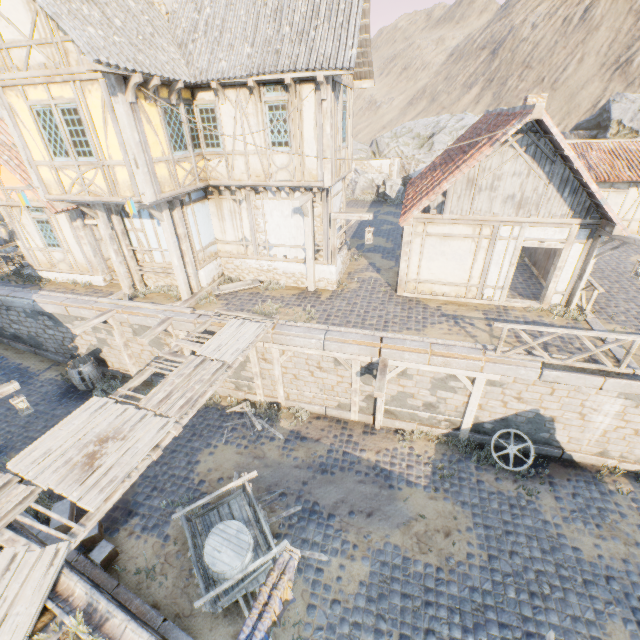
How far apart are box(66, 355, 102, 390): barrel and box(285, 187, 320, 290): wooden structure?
9.2m

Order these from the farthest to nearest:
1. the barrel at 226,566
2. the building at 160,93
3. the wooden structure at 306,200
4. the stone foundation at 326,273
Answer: the stone foundation at 326,273, the wooden structure at 306,200, the building at 160,93, the barrel at 226,566

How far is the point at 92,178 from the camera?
9.3 meters

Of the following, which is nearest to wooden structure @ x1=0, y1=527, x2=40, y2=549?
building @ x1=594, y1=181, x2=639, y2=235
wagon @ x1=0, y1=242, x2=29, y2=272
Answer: wagon @ x1=0, y1=242, x2=29, y2=272

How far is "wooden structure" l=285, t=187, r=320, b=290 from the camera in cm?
1064

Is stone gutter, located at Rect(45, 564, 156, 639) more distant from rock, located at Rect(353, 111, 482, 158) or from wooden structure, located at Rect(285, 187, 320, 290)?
rock, located at Rect(353, 111, 482, 158)

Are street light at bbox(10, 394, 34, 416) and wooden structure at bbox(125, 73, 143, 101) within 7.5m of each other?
no

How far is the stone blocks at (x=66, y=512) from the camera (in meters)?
8.54
